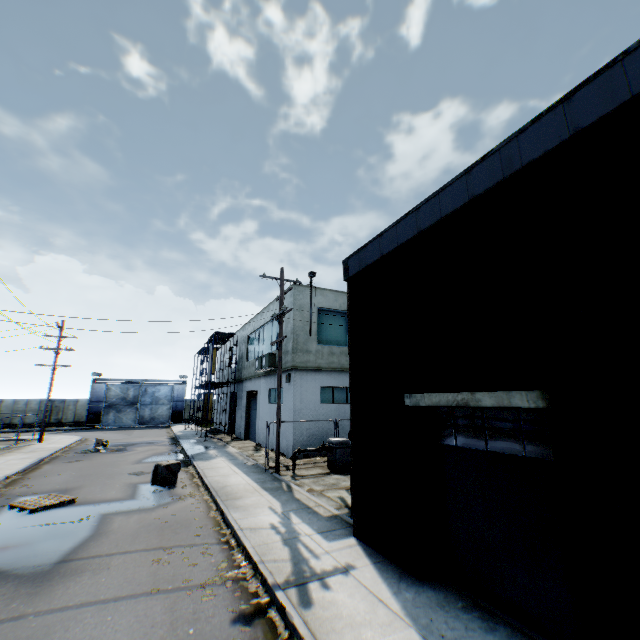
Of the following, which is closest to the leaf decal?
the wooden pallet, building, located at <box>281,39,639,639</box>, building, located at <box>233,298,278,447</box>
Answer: building, located at <box>281,39,639,639</box>

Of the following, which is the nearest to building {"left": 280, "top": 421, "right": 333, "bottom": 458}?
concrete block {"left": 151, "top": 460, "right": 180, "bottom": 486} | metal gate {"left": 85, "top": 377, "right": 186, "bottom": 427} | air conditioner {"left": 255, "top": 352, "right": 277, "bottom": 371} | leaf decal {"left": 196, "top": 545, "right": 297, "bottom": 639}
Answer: air conditioner {"left": 255, "top": 352, "right": 277, "bottom": 371}

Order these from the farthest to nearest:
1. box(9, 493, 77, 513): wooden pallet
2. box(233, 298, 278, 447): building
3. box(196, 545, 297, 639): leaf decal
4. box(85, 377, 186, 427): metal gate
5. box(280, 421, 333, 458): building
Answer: box(85, 377, 186, 427): metal gate
box(233, 298, 278, 447): building
box(280, 421, 333, 458): building
box(9, 493, 77, 513): wooden pallet
box(196, 545, 297, 639): leaf decal

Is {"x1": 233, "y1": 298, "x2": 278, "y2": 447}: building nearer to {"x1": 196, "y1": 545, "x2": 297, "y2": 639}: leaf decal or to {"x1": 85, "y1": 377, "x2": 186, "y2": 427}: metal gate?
{"x1": 85, "y1": 377, "x2": 186, "y2": 427}: metal gate

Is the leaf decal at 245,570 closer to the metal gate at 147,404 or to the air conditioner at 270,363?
the air conditioner at 270,363

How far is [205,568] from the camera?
6.63m

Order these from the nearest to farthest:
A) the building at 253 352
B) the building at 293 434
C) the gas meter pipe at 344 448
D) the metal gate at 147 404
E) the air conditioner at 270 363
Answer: the gas meter pipe at 344 448, the building at 293 434, the air conditioner at 270 363, the building at 253 352, the metal gate at 147 404

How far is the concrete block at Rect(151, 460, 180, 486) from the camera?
12.9 meters
